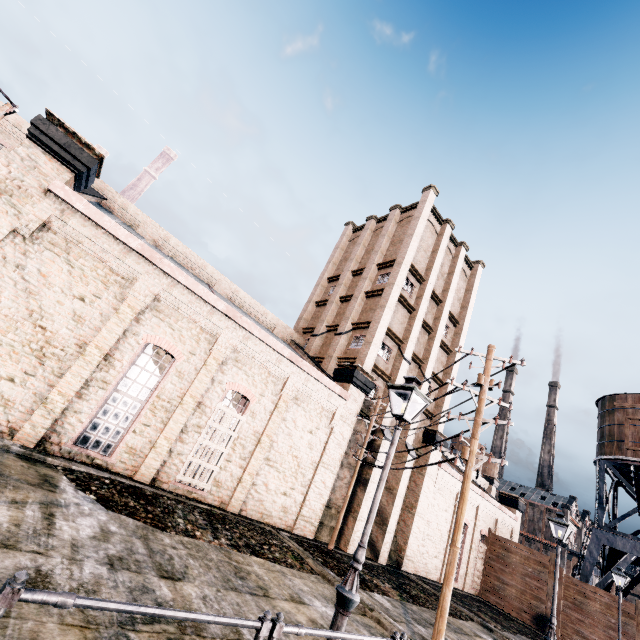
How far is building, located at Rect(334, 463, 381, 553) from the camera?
19.6m

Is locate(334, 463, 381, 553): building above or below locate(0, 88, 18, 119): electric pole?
below

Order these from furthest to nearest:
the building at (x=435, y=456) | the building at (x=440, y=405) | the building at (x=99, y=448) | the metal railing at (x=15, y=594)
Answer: the building at (x=440, y=405)
the building at (x=435, y=456)
the building at (x=99, y=448)
the metal railing at (x=15, y=594)

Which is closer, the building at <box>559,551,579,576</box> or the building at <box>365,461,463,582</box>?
the building at <box>365,461,463,582</box>

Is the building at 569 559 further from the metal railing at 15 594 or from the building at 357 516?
the metal railing at 15 594

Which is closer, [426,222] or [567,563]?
[426,222]

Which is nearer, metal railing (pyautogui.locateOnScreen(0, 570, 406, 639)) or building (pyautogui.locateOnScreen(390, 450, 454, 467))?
metal railing (pyautogui.locateOnScreen(0, 570, 406, 639))

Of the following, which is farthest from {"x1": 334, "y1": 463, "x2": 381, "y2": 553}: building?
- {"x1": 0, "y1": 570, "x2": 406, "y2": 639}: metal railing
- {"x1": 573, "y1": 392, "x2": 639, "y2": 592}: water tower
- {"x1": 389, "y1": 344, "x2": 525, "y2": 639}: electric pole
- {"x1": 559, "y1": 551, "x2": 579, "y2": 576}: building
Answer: {"x1": 559, "y1": 551, "x2": 579, "y2": 576}: building
